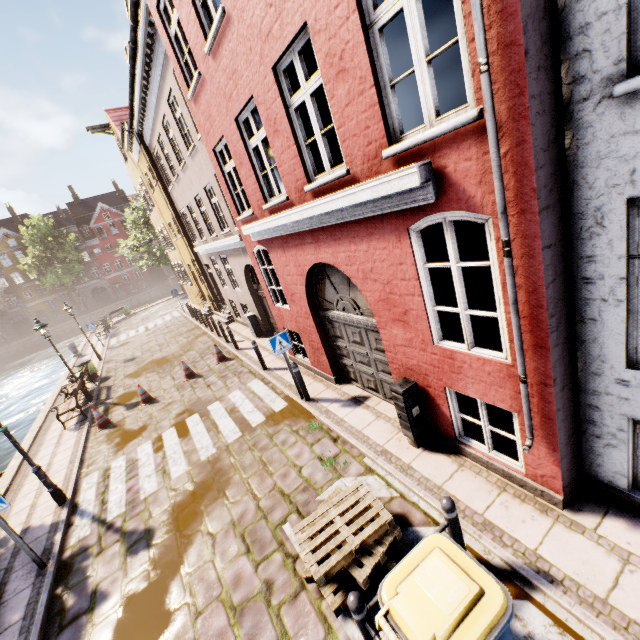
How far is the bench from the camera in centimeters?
1151cm

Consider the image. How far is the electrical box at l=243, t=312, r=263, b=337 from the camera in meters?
13.7 m

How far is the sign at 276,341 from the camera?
7.7m

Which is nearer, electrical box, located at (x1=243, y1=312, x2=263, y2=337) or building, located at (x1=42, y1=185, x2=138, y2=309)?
electrical box, located at (x1=243, y1=312, x2=263, y2=337)

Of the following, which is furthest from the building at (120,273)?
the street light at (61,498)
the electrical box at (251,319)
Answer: the street light at (61,498)

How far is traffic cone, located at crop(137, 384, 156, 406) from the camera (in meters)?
11.53

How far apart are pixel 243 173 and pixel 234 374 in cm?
687

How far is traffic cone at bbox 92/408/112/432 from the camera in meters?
10.8 m
